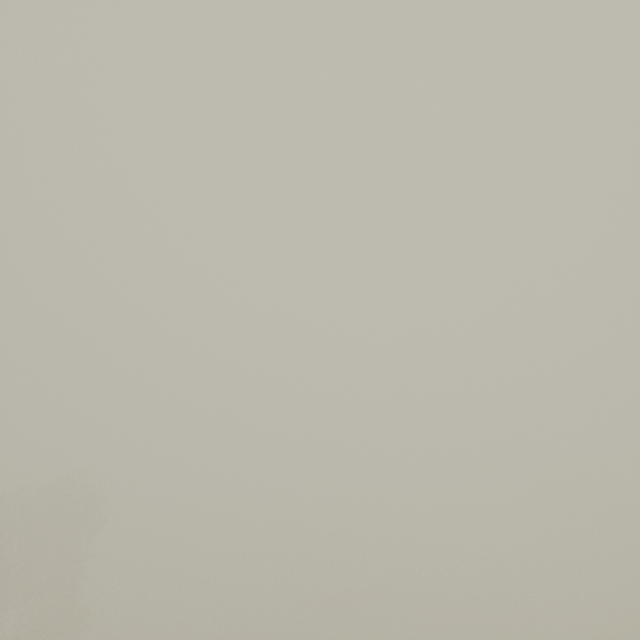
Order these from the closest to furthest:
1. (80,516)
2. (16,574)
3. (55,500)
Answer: (16,574)
(55,500)
(80,516)
